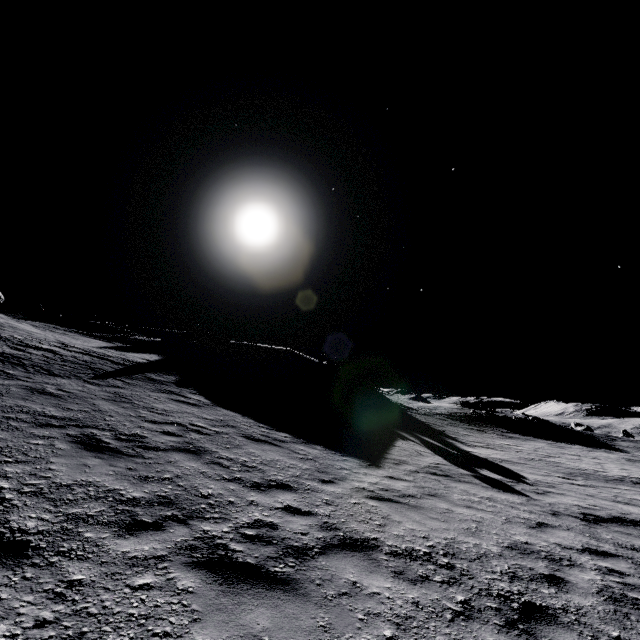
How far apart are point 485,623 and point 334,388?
26.9 meters

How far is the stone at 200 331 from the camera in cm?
4001

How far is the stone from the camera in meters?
40.0 m
